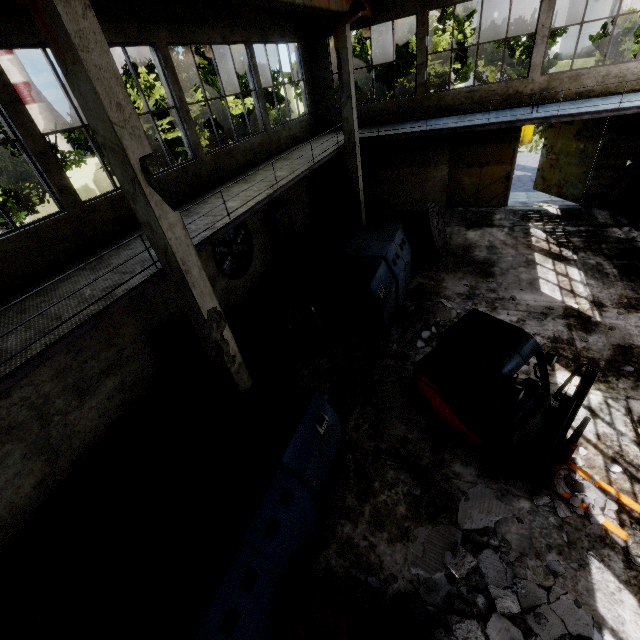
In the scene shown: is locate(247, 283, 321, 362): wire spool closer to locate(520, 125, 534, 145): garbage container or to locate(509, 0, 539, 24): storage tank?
locate(520, 125, 534, 145): garbage container

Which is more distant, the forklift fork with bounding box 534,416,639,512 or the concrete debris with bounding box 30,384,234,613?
the concrete debris with bounding box 30,384,234,613

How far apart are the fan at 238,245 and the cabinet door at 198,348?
2.33m

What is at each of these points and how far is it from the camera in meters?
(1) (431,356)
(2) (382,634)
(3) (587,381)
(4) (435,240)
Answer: (1) forklift, 6.8
(2) barrel, 4.1
(3) forklift lift, 4.9
(4) wire spool, 11.0

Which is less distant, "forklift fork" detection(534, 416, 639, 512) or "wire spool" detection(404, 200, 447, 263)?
"forklift fork" detection(534, 416, 639, 512)

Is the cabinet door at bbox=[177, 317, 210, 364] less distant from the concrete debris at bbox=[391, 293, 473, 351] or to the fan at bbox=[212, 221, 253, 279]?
the fan at bbox=[212, 221, 253, 279]

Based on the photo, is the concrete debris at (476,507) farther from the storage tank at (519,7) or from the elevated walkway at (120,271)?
the storage tank at (519,7)

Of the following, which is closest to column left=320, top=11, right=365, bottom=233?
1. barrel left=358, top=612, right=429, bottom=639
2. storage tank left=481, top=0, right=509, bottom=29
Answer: barrel left=358, top=612, right=429, bottom=639
